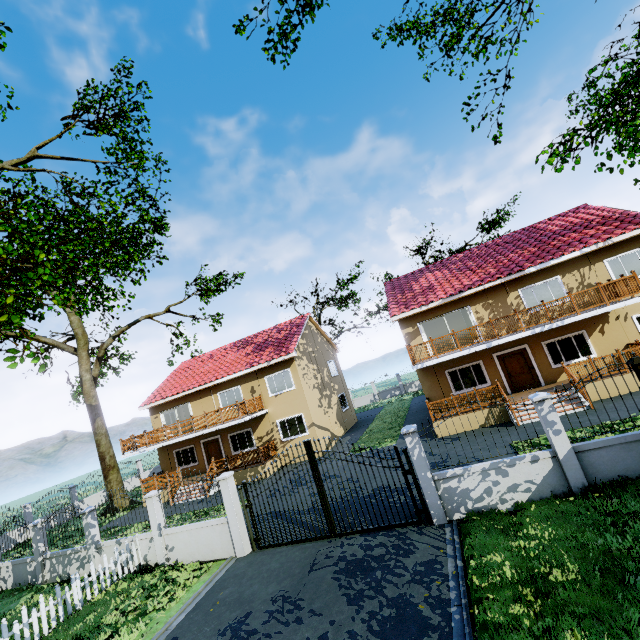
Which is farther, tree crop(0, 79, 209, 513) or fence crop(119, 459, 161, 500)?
fence crop(119, 459, 161, 500)

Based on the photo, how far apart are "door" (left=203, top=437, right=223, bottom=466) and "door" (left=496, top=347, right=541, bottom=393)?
18.61m

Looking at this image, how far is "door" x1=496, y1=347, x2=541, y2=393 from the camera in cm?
1678

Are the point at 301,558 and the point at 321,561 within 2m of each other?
yes

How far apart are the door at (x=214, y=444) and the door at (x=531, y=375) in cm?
1861

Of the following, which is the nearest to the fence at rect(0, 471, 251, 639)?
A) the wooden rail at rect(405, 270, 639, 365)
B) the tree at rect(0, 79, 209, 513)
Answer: the tree at rect(0, 79, 209, 513)

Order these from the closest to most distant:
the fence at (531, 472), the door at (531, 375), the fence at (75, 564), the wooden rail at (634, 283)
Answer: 1. the fence at (531, 472)
2. the fence at (75, 564)
3. the wooden rail at (634, 283)
4. the door at (531, 375)

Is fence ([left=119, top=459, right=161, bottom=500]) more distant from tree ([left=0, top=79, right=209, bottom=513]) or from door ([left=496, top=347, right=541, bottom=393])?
door ([left=496, top=347, right=541, bottom=393])
